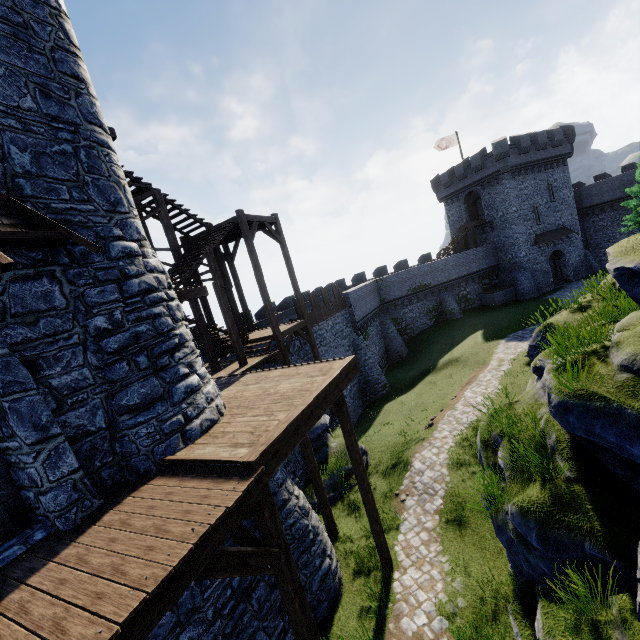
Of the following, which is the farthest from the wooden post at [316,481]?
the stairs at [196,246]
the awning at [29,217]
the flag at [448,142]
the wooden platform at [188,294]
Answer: the flag at [448,142]

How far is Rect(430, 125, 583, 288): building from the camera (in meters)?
34.53

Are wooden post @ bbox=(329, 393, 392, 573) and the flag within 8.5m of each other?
no

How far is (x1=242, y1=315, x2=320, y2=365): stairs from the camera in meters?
15.4

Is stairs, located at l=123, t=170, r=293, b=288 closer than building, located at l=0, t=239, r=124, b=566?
No

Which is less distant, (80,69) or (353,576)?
(80,69)

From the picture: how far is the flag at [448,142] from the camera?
38.9m

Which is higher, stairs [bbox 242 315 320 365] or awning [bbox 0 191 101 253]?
awning [bbox 0 191 101 253]
